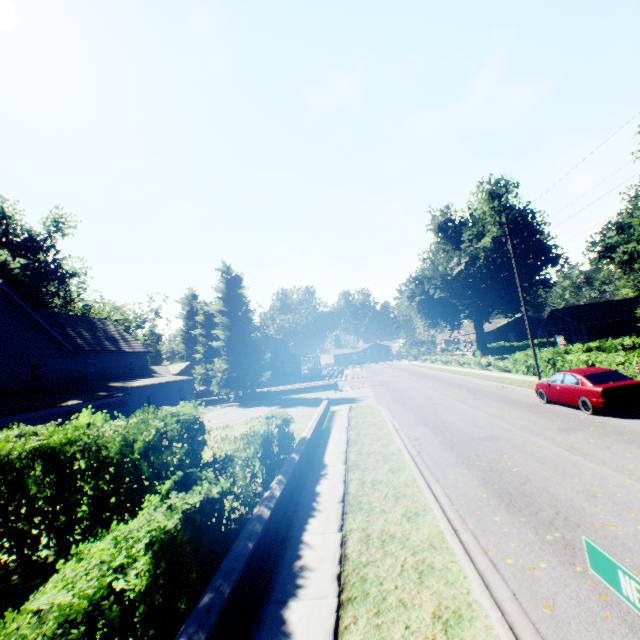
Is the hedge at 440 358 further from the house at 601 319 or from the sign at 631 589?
the house at 601 319

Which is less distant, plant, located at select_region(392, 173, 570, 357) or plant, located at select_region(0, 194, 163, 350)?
plant, located at select_region(0, 194, 163, 350)

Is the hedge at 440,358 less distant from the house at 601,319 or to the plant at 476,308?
the plant at 476,308

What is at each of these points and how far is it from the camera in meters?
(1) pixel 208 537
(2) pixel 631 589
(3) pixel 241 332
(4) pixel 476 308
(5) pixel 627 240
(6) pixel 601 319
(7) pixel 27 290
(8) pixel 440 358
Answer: (1) hedge, 5.2
(2) sign, 1.4
(3) plant, 34.9
(4) plant, 41.9
(5) plant, 43.4
(6) house, 34.0
(7) plant, 30.5
(8) hedge, 51.0

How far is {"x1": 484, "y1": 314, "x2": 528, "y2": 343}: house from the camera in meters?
59.1

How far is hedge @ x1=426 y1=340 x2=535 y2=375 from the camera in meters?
25.7 m

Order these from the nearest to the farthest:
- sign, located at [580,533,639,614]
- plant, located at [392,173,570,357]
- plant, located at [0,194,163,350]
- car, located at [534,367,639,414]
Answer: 1. sign, located at [580,533,639,614]
2. car, located at [534,367,639,414]
3. plant, located at [0,194,163,350]
4. plant, located at [392,173,570,357]

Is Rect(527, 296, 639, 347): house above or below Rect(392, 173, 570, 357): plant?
below
